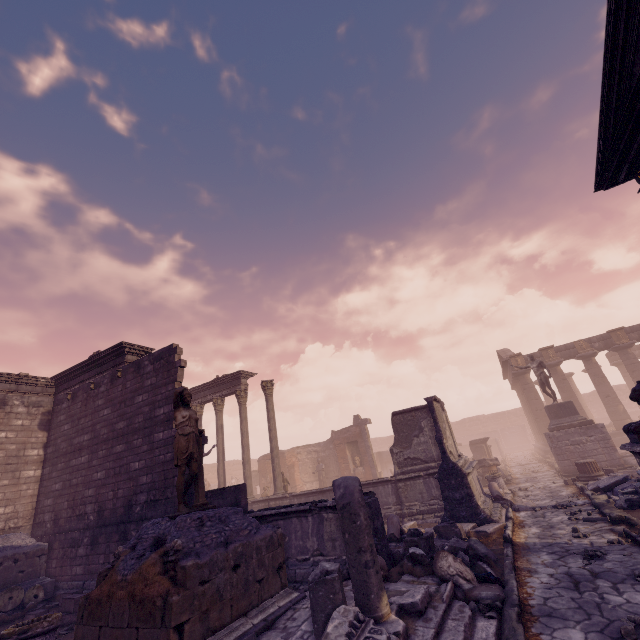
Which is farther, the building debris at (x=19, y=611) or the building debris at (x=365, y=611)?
the building debris at (x=19, y=611)

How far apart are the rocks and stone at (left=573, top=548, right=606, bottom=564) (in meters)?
2.41

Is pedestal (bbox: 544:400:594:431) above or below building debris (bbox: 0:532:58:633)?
above

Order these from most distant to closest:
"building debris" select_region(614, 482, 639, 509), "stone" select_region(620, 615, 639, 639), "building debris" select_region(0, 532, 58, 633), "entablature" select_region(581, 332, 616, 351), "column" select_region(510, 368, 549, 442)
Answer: "column" select_region(510, 368, 549, 442) → "entablature" select_region(581, 332, 616, 351) → "building debris" select_region(0, 532, 58, 633) → "building debris" select_region(614, 482, 639, 509) → "stone" select_region(620, 615, 639, 639)

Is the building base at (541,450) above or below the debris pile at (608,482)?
above

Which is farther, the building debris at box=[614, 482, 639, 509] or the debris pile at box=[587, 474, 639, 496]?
the debris pile at box=[587, 474, 639, 496]

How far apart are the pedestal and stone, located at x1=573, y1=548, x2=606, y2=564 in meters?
11.5 m

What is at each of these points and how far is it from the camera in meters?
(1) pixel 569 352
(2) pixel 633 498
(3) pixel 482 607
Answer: (1) entablature, 24.1
(2) building debris, 8.3
(3) rocks, 4.8
